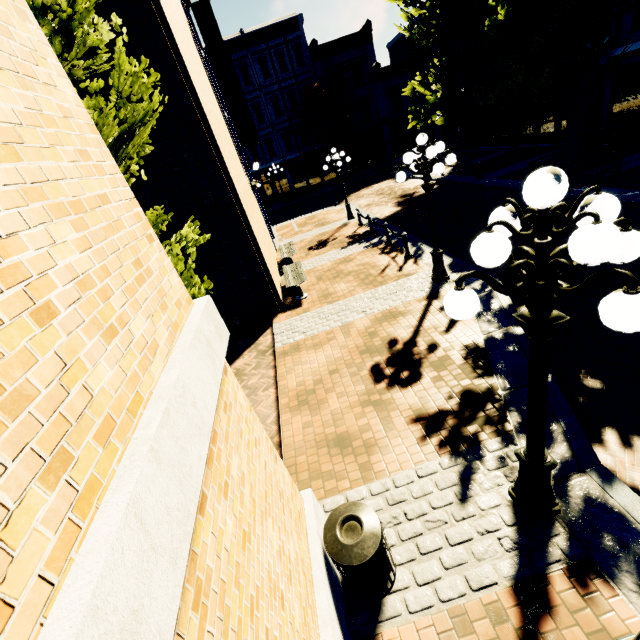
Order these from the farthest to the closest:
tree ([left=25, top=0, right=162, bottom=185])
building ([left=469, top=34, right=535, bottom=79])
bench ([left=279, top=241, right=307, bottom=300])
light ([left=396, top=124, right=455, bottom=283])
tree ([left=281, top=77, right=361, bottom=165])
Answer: tree ([left=281, top=77, right=361, bottom=165]) → building ([left=469, top=34, right=535, bottom=79]) → bench ([left=279, top=241, right=307, bottom=300]) → light ([left=396, top=124, right=455, bottom=283]) → tree ([left=25, top=0, right=162, bottom=185])

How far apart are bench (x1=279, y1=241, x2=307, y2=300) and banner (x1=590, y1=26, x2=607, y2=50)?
16.3 meters

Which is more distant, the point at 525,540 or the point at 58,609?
the point at 525,540

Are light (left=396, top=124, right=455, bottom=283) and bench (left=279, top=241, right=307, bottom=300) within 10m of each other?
yes

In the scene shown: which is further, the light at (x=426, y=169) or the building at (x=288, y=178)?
the building at (x=288, y=178)

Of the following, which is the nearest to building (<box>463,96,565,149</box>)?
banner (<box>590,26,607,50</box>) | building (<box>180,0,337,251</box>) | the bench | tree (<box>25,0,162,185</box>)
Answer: banner (<box>590,26,607,50</box>)

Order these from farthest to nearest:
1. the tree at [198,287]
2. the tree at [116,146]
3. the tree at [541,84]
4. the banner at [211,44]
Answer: the banner at [211,44], the tree at [541,84], the tree at [198,287], the tree at [116,146]

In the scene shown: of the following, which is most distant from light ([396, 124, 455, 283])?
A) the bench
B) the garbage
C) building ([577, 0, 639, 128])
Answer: building ([577, 0, 639, 128])
